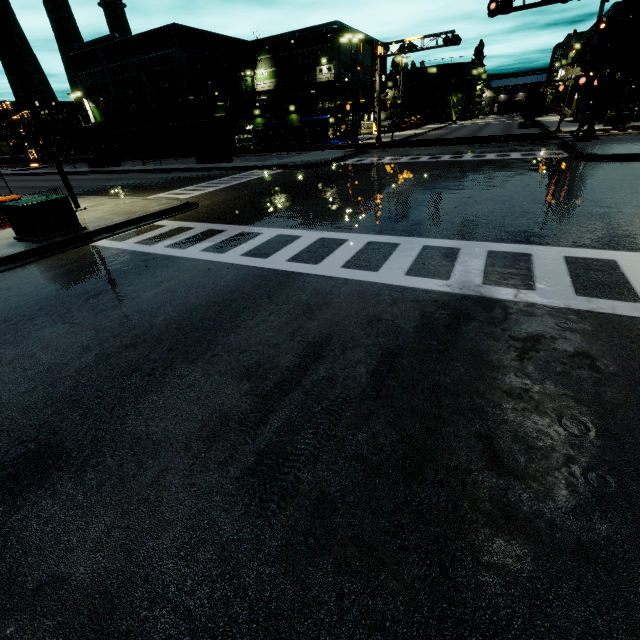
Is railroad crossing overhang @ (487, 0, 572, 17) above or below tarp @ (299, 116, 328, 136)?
above

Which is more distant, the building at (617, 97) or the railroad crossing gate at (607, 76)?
the building at (617, 97)

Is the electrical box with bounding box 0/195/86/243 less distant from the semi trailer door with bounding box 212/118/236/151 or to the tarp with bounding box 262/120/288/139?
the tarp with bounding box 262/120/288/139

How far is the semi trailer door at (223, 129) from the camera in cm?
2919

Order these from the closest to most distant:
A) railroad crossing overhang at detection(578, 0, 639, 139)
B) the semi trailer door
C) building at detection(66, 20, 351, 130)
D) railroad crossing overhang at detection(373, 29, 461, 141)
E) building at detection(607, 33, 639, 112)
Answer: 1. railroad crossing overhang at detection(578, 0, 639, 139)
2. the semi trailer door
3. railroad crossing overhang at detection(373, 29, 461, 141)
4. building at detection(607, 33, 639, 112)
5. building at detection(66, 20, 351, 130)

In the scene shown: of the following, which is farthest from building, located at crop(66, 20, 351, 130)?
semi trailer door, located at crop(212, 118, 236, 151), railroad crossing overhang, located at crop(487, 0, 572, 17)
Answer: semi trailer door, located at crop(212, 118, 236, 151)

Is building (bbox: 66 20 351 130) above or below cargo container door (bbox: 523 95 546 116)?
above

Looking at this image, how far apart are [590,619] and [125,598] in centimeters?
304cm
